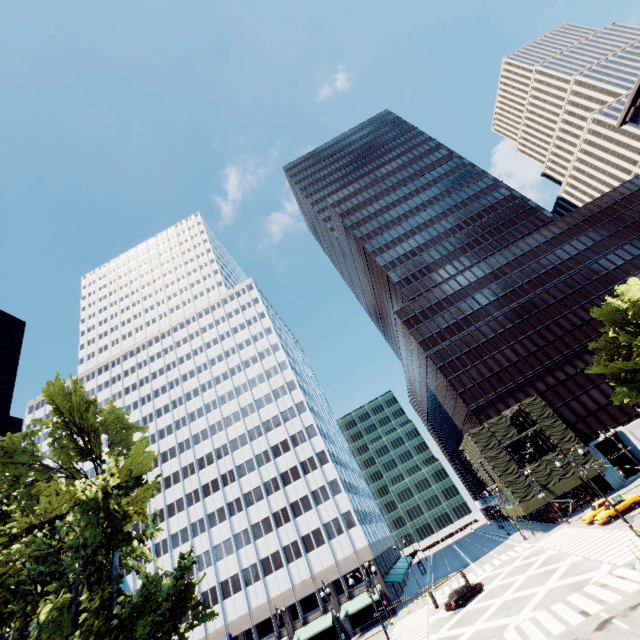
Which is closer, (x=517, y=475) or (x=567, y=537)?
(x=567, y=537)

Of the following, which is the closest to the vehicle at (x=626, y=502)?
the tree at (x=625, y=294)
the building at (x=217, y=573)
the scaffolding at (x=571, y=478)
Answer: the scaffolding at (x=571, y=478)

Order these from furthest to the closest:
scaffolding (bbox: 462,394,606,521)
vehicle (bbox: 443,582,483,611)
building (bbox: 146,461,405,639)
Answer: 1. building (bbox: 146,461,405,639)
2. scaffolding (bbox: 462,394,606,521)
3. vehicle (bbox: 443,582,483,611)

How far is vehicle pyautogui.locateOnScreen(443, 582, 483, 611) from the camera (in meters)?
33.31

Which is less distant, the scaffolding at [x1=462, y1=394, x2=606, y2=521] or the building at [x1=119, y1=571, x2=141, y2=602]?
the scaffolding at [x1=462, y1=394, x2=606, y2=521]

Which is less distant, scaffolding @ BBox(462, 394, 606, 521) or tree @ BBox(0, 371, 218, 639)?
tree @ BBox(0, 371, 218, 639)

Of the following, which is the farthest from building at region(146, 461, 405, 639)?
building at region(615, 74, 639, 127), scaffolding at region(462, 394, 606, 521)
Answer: building at region(615, 74, 639, 127)

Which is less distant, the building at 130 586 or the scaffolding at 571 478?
the scaffolding at 571 478
